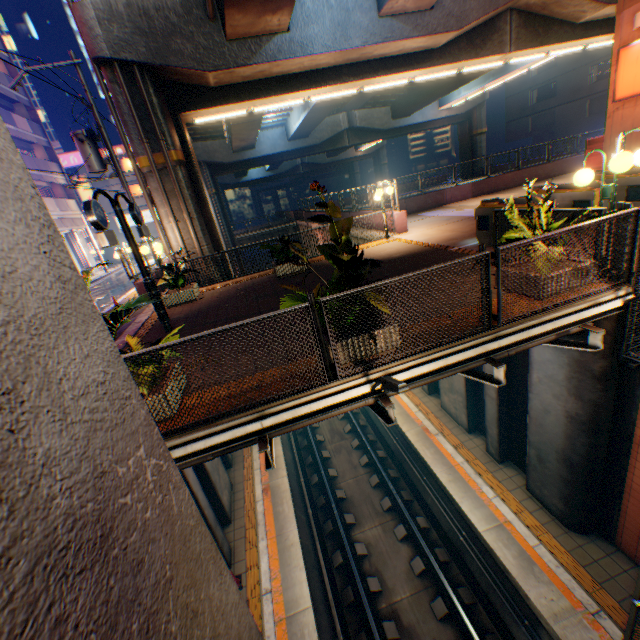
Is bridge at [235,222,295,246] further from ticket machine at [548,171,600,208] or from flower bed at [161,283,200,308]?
ticket machine at [548,171,600,208]

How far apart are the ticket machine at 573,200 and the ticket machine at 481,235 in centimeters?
122cm

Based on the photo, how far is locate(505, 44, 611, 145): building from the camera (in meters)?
33.24

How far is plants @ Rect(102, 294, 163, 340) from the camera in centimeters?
403cm

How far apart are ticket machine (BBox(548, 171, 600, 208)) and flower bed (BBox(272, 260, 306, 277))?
7.0m

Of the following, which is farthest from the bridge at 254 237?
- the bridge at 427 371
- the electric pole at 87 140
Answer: the bridge at 427 371

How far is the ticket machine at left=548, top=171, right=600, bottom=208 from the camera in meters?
7.8 m

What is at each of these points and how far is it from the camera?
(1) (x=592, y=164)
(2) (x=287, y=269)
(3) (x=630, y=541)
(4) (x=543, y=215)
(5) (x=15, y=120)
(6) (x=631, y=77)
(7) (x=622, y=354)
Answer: (1) vending machine, 13.28m
(2) flower bed, 11.08m
(3) steps, 6.83m
(4) plants, 5.53m
(5) balcony, 24.70m
(6) sign, 11.01m
(7) metal fence, 5.59m
